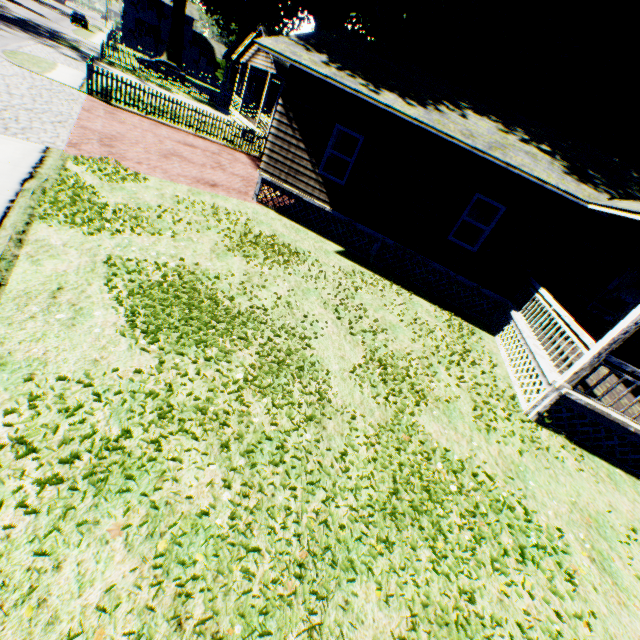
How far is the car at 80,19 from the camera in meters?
45.0

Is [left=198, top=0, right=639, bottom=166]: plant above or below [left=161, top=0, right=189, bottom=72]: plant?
above

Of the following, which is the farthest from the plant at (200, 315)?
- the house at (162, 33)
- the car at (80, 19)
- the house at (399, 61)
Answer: the car at (80, 19)

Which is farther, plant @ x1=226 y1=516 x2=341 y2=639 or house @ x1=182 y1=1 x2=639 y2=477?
house @ x1=182 y1=1 x2=639 y2=477

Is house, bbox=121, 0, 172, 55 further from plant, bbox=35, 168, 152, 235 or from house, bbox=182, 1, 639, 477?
house, bbox=182, 1, 639, 477

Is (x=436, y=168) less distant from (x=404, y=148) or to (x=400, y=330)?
(x=404, y=148)

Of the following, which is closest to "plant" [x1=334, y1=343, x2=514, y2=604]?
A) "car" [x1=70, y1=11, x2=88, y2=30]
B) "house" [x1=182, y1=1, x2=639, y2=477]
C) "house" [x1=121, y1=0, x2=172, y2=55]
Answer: "house" [x1=182, y1=1, x2=639, y2=477]
